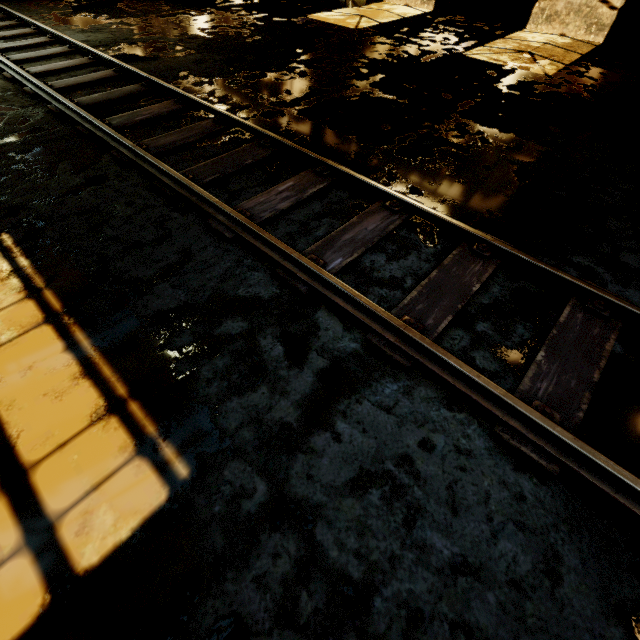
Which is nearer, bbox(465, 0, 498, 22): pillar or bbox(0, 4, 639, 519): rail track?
bbox(0, 4, 639, 519): rail track

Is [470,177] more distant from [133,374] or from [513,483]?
[133,374]

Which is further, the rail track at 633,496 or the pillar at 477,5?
the pillar at 477,5
